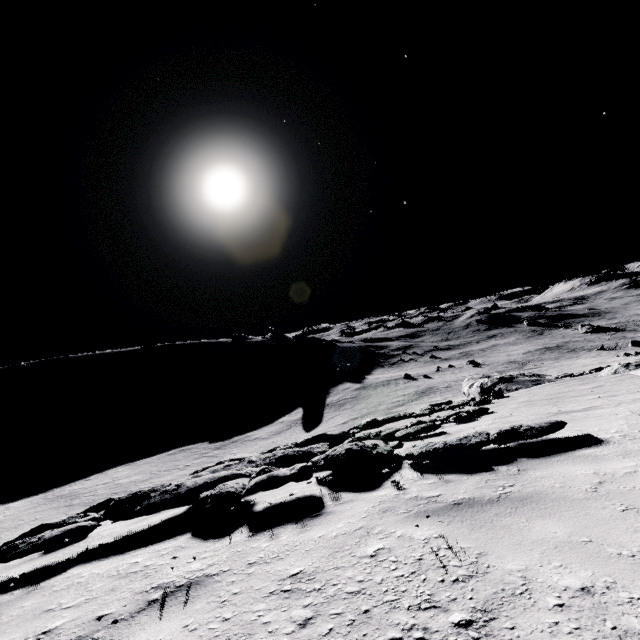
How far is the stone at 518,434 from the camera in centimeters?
409cm

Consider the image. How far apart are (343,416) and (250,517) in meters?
46.0 m

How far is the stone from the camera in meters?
4.1 m
